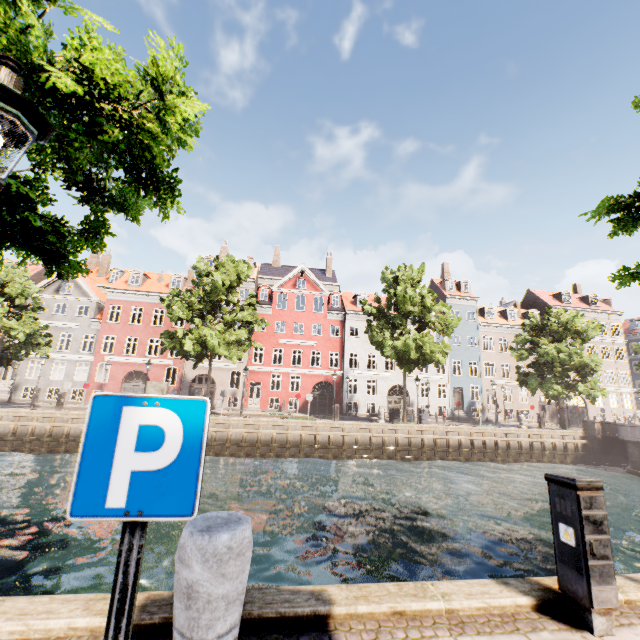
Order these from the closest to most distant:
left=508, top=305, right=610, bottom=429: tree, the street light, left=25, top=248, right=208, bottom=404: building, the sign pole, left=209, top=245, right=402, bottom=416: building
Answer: the sign pole, the street light, left=508, top=305, right=610, bottom=429: tree, left=25, top=248, right=208, bottom=404: building, left=209, top=245, right=402, bottom=416: building

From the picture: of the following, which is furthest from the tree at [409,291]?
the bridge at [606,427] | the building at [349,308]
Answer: the building at [349,308]

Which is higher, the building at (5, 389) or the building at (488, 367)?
the building at (488, 367)

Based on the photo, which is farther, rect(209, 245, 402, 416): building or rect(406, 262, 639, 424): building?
rect(406, 262, 639, 424): building

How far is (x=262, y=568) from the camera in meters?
8.2 m

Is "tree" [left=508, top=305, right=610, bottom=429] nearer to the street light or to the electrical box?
the street light

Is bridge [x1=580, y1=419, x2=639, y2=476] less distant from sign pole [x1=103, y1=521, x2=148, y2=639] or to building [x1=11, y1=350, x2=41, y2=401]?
building [x1=11, y1=350, x2=41, y2=401]

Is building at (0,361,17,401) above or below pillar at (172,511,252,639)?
above
